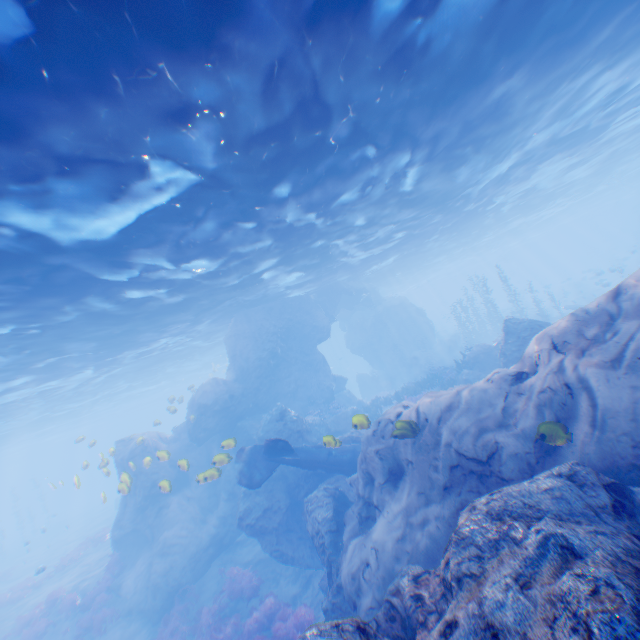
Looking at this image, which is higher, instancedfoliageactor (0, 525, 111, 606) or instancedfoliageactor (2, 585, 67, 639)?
instancedfoliageactor (0, 525, 111, 606)

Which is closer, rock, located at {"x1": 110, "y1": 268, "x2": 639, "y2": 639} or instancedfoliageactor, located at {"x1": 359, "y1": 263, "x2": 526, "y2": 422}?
rock, located at {"x1": 110, "y1": 268, "x2": 639, "y2": 639}

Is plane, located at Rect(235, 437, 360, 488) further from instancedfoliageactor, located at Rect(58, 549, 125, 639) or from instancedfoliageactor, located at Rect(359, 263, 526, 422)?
instancedfoliageactor, located at Rect(58, 549, 125, 639)

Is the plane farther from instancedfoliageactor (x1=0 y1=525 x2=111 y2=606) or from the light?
Answer: instancedfoliageactor (x1=0 y1=525 x2=111 y2=606)

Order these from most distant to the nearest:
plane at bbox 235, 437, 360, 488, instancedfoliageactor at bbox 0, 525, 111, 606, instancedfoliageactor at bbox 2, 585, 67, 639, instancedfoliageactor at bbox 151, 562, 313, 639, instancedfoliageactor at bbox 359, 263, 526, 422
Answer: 1. instancedfoliageactor at bbox 359, 263, 526, 422
2. instancedfoliageactor at bbox 0, 525, 111, 606
3. instancedfoliageactor at bbox 2, 585, 67, 639
4. plane at bbox 235, 437, 360, 488
5. instancedfoliageactor at bbox 151, 562, 313, 639

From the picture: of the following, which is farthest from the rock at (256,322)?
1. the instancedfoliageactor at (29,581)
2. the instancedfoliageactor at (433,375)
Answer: the instancedfoliageactor at (29,581)

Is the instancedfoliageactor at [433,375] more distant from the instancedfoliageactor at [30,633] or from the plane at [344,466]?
the instancedfoliageactor at [30,633]

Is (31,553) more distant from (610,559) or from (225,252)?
(610,559)
